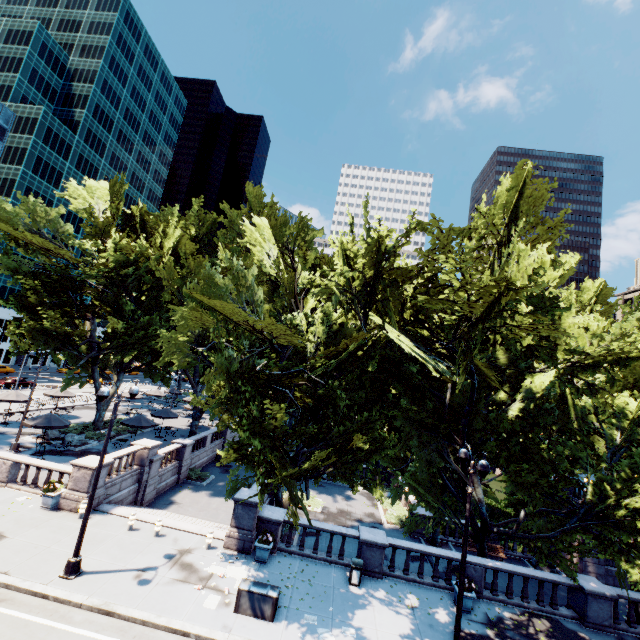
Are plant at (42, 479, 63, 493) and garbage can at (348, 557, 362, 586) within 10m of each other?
no

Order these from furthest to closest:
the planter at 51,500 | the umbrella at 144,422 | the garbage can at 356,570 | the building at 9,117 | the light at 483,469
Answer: the building at 9,117 < the umbrella at 144,422 < the planter at 51,500 < the garbage can at 356,570 < the light at 483,469

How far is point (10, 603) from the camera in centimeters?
1088cm

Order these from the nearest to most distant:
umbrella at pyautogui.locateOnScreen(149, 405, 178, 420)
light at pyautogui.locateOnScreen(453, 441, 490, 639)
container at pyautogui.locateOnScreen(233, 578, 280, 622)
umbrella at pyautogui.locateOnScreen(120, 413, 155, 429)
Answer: light at pyautogui.locateOnScreen(453, 441, 490, 639)
container at pyautogui.locateOnScreen(233, 578, 280, 622)
umbrella at pyautogui.locateOnScreen(120, 413, 155, 429)
umbrella at pyautogui.locateOnScreen(149, 405, 178, 420)

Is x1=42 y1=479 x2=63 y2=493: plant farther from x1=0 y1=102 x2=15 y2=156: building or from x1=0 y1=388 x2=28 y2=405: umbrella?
x1=0 y1=102 x2=15 y2=156: building

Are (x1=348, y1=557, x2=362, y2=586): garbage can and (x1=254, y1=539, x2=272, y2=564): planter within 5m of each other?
yes

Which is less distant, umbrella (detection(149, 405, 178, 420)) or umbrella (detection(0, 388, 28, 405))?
umbrella (detection(0, 388, 28, 405))

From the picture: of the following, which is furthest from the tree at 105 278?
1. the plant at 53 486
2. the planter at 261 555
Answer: the plant at 53 486
